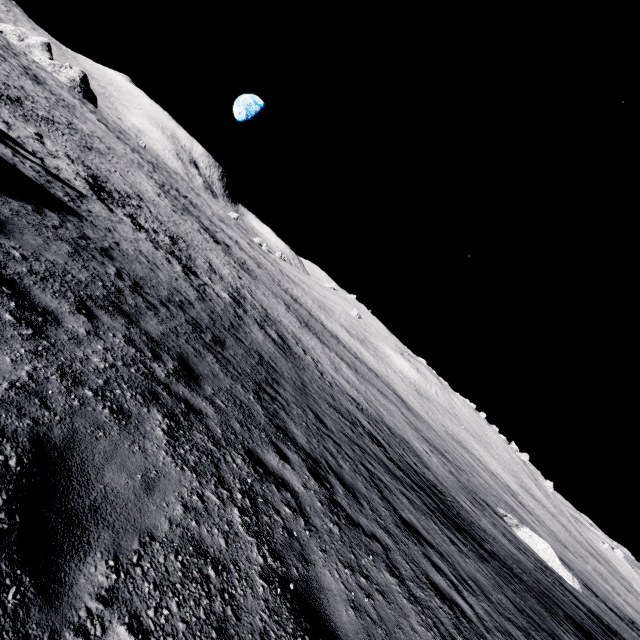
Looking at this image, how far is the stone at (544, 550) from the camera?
23.5 meters

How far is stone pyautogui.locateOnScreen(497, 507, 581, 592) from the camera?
23.53m

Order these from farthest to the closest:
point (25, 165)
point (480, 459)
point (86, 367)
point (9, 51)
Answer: point (480, 459), point (9, 51), point (25, 165), point (86, 367)
